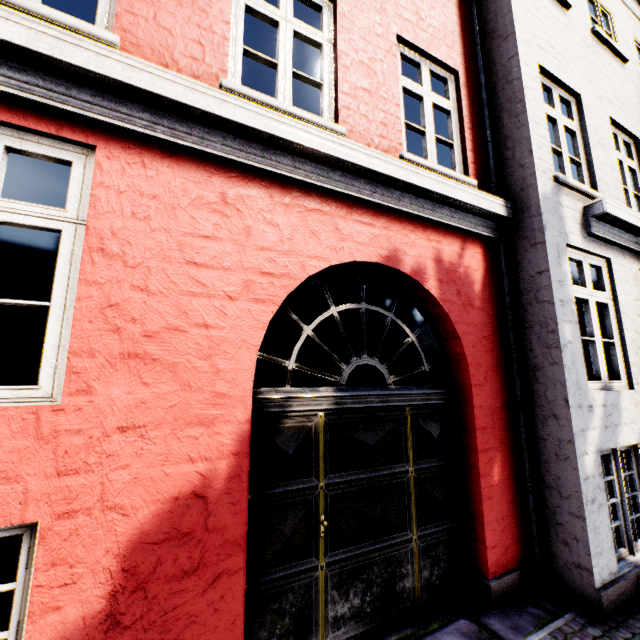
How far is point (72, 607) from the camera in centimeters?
182cm
